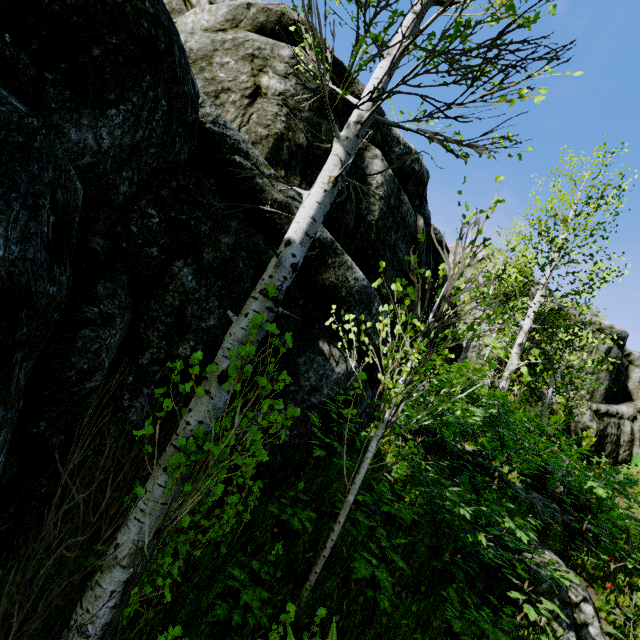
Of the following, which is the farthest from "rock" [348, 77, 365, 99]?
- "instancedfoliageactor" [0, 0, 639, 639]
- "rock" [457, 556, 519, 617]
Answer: "rock" [457, 556, 519, 617]

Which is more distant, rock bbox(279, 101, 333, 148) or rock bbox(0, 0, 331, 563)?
rock bbox(279, 101, 333, 148)

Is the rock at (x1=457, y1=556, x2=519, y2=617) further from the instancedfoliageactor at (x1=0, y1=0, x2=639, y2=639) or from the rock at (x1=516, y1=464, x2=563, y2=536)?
the rock at (x1=516, y1=464, x2=563, y2=536)

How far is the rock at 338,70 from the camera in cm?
676

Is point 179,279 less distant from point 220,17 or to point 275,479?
point 275,479

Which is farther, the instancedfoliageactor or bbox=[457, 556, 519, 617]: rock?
bbox=[457, 556, 519, 617]: rock

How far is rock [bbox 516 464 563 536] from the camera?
6.04m

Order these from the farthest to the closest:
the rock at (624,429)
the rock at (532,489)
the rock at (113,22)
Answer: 1. the rock at (624,429)
2. the rock at (532,489)
3. the rock at (113,22)
